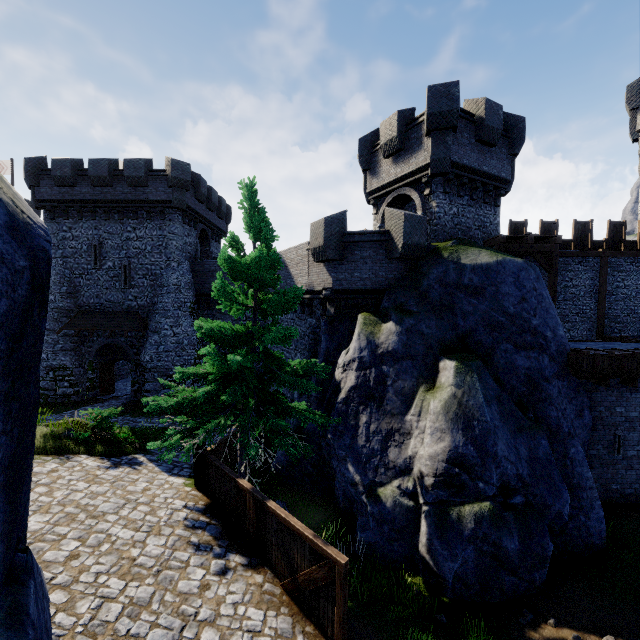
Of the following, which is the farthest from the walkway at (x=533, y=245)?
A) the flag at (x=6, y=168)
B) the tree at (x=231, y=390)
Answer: the flag at (x=6, y=168)

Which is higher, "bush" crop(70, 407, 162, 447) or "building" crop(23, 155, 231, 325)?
"building" crop(23, 155, 231, 325)

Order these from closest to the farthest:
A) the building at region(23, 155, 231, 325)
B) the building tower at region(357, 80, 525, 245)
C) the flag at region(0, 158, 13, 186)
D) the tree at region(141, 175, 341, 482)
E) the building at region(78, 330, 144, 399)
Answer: the tree at region(141, 175, 341, 482), the building tower at region(357, 80, 525, 245), the building at region(23, 155, 231, 325), the building at region(78, 330, 144, 399), the flag at region(0, 158, 13, 186)

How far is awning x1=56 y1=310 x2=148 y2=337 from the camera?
22.5m

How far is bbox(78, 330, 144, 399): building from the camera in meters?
23.5

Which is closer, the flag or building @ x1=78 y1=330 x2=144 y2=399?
building @ x1=78 y1=330 x2=144 y2=399

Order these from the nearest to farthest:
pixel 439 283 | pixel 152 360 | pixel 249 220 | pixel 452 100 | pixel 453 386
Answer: pixel 453 386, pixel 249 220, pixel 439 283, pixel 452 100, pixel 152 360

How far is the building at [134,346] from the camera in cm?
2350
